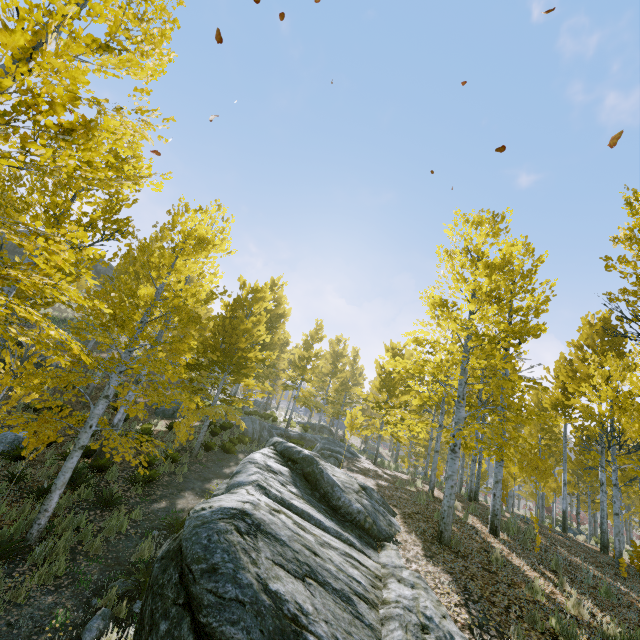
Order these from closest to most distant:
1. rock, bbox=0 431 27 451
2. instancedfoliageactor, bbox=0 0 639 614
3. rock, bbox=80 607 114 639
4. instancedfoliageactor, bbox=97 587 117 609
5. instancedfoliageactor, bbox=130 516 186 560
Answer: instancedfoliageactor, bbox=0 0 639 614 → rock, bbox=80 607 114 639 → instancedfoliageactor, bbox=97 587 117 609 → instancedfoliageactor, bbox=130 516 186 560 → rock, bbox=0 431 27 451

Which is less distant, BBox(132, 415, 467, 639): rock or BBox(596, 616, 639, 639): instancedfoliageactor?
BBox(132, 415, 467, 639): rock

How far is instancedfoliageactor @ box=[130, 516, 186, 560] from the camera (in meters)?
7.06

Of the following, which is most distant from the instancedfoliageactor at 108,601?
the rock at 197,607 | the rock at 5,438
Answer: the rock at 5,438

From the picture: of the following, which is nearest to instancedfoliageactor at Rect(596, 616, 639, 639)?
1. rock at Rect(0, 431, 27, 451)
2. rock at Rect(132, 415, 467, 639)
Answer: rock at Rect(132, 415, 467, 639)

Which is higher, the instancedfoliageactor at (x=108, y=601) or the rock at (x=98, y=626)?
the instancedfoliageactor at (x=108, y=601)

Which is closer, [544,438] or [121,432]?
[121,432]
